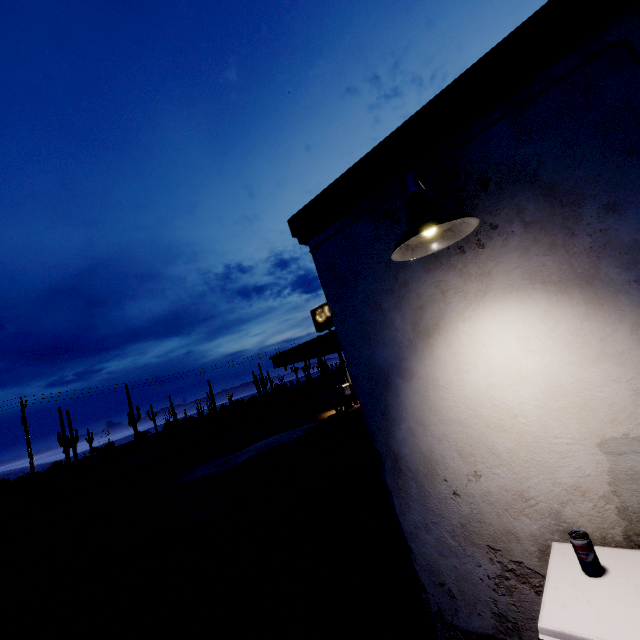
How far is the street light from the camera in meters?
1.5

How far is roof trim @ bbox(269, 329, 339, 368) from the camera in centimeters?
1712cm

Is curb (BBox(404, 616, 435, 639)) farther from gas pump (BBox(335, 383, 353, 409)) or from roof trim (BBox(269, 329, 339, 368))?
gas pump (BBox(335, 383, 353, 409))

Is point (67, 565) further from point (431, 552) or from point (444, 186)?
point (444, 186)

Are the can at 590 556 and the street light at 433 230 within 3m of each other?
yes

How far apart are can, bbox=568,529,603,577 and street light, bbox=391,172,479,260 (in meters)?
1.63

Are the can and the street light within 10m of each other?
yes

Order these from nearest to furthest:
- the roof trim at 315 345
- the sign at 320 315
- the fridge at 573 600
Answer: the fridge at 573 600 < the roof trim at 315 345 < the sign at 320 315
